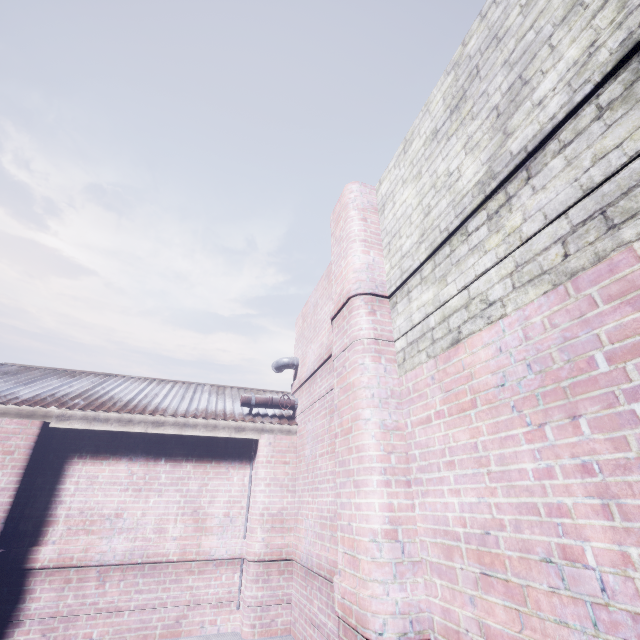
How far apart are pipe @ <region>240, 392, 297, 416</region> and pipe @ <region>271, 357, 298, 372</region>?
0.5m

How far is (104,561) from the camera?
3.7 meters

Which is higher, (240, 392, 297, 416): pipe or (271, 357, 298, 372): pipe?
(271, 357, 298, 372): pipe

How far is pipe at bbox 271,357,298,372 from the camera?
5.3 meters

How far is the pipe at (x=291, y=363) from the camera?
5.3m

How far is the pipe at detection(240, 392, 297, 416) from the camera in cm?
482

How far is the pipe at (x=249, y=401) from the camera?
4.82m
